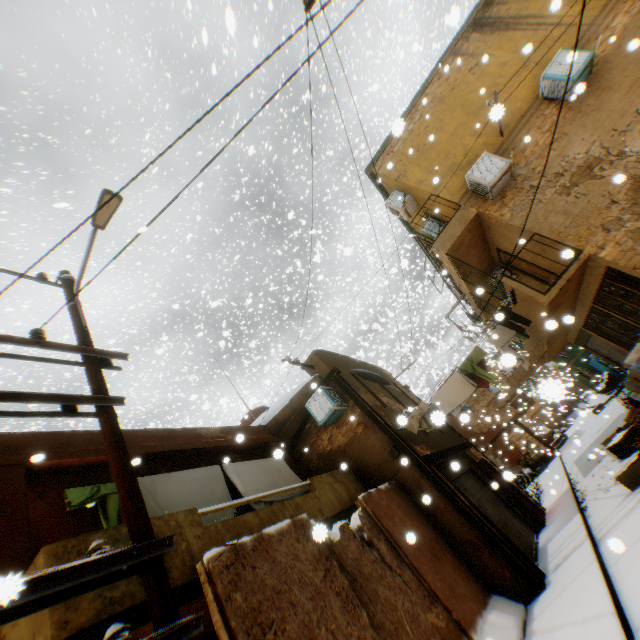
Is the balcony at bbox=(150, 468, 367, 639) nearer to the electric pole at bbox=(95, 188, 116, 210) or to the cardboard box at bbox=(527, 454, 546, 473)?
the electric pole at bbox=(95, 188, 116, 210)

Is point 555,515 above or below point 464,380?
below

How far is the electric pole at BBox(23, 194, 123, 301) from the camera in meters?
5.5 m

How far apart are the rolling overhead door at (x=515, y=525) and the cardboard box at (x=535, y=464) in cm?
8

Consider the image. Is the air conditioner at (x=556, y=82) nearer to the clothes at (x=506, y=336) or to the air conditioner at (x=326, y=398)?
the clothes at (x=506, y=336)

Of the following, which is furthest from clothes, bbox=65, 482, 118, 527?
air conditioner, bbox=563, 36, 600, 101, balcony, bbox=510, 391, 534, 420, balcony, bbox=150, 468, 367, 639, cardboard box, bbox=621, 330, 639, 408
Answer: balcony, bbox=510, 391, 534, 420

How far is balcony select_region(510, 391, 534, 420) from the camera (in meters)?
23.34

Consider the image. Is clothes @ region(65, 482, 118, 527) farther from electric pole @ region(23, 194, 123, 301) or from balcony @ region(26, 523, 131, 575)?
electric pole @ region(23, 194, 123, 301)
